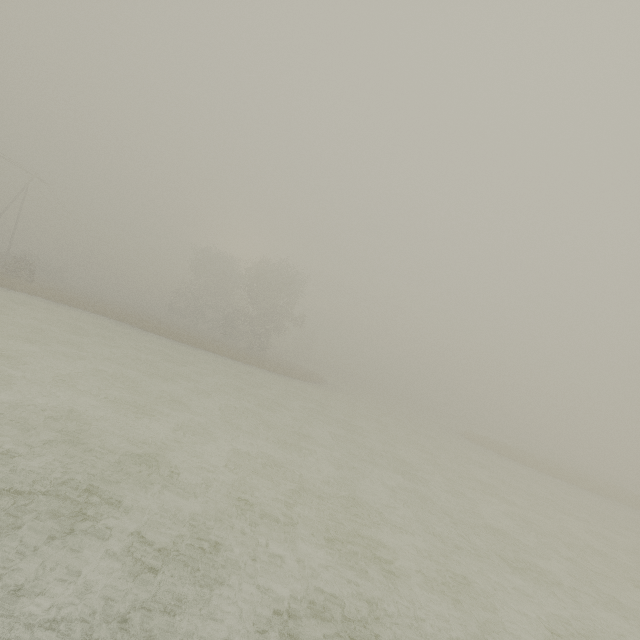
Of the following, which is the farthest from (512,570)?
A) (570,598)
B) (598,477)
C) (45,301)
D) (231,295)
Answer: (598,477)
